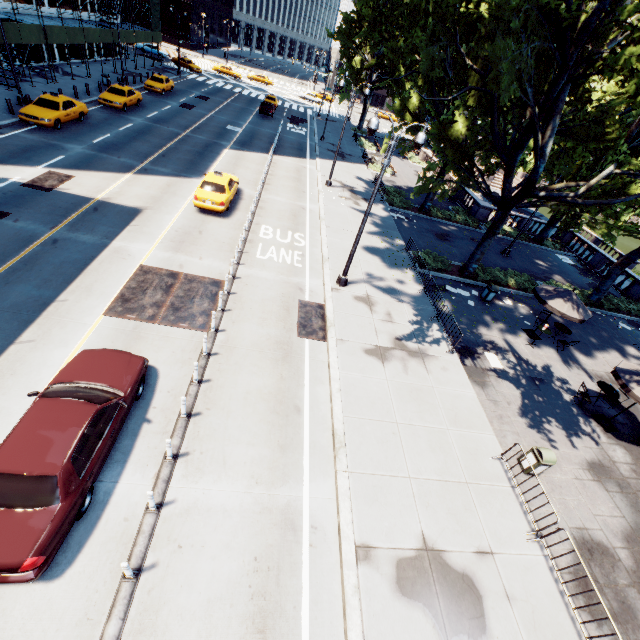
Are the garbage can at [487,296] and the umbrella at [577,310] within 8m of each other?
yes

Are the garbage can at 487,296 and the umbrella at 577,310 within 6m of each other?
yes

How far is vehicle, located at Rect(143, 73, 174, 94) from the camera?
34.9m

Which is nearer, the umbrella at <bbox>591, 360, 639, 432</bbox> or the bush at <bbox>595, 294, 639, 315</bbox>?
the umbrella at <bbox>591, 360, 639, 432</bbox>

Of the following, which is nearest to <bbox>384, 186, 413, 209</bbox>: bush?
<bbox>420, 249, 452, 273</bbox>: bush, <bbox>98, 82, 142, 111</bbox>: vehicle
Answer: <bbox>420, 249, 452, 273</bbox>: bush

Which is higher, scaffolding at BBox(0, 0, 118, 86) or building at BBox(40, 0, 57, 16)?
building at BBox(40, 0, 57, 16)

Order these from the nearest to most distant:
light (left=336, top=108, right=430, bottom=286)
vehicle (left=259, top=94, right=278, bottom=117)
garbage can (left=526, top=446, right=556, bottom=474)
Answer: garbage can (left=526, top=446, right=556, bottom=474) → light (left=336, top=108, right=430, bottom=286) → vehicle (left=259, top=94, right=278, bottom=117)

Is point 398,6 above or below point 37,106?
above
